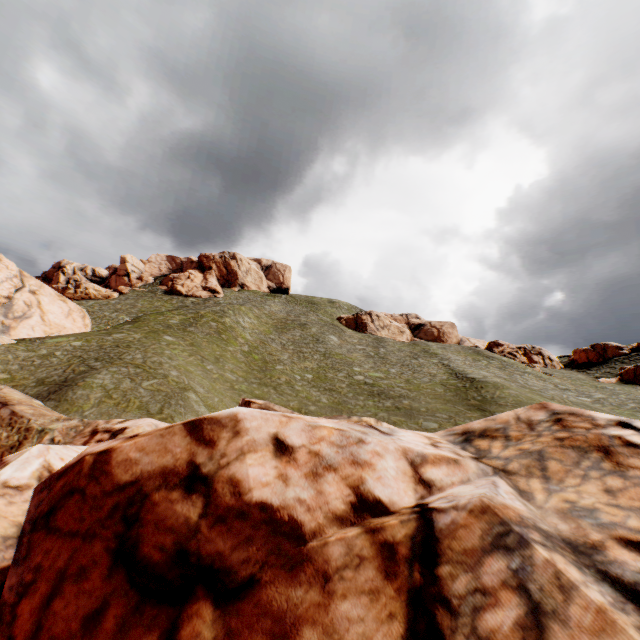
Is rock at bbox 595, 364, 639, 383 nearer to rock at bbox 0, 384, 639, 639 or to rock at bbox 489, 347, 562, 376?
rock at bbox 489, 347, 562, 376

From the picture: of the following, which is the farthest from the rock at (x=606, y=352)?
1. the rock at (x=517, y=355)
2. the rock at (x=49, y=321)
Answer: the rock at (x=49, y=321)

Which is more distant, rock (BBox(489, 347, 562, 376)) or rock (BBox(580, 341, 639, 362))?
rock (BBox(580, 341, 639, 362))

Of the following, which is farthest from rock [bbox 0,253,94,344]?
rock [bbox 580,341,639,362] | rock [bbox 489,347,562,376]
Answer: rock [bbox 489,347,562,376]

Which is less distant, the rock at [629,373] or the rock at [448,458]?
the rock at [448,458]

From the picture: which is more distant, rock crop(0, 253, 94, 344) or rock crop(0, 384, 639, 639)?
rock crop(0, 253, 94, 344)

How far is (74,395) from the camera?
16.9 meters

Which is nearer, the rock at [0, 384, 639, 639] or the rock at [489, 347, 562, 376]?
the rock at [0, 384, 639, 639]
